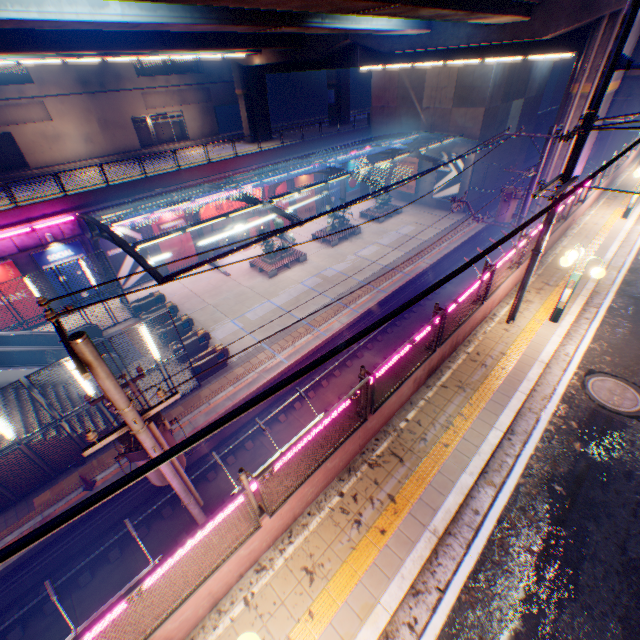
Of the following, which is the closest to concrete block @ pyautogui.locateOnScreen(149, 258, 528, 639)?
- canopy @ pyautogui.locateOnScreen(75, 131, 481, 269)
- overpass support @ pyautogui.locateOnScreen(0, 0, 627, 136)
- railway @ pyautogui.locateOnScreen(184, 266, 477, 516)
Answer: overpass support @ pyautogui.locateOnScreen(0, 0, 627, 136)

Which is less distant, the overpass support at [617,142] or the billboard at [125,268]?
the billboard at [125,268]

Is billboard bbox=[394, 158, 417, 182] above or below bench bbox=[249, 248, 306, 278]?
above

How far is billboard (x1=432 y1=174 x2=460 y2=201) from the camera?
31.0 meters

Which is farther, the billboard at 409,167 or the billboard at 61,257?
the billboard at 409,167

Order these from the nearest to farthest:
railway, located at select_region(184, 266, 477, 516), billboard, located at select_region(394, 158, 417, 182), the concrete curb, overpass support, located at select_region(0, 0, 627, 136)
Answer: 1. the concrete curb
2. overpass support, located at select_region(0, 0, 627, 136)
3. railway, located at select_region(184, 266, 477, 516)
4. billboard, located at select_region(394, 158, 417, 182)

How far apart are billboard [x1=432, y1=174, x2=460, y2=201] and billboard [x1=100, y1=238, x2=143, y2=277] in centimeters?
2732cm

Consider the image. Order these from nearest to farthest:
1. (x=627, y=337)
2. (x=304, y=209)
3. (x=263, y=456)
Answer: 1. (x=627, y=337)
2. (x=263, y=456)
3. (x=304, y=209)
